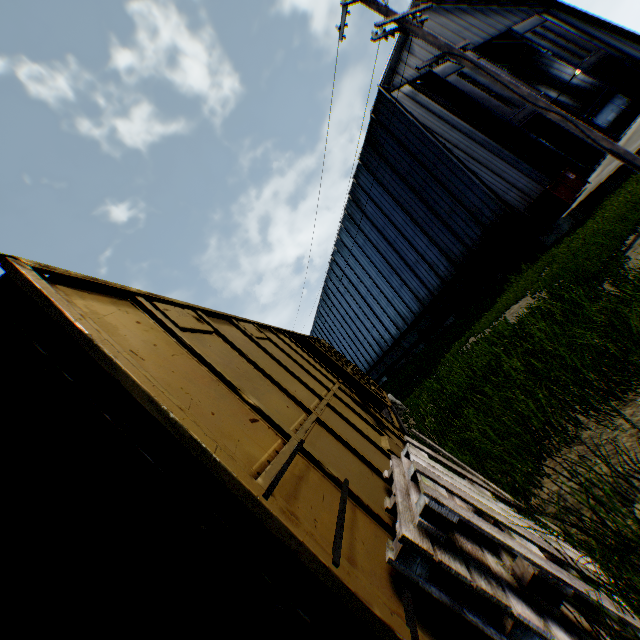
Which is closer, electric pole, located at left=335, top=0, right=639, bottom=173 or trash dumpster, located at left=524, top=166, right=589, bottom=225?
electric pole, located at left=335, top=0, right=639, bottom=173

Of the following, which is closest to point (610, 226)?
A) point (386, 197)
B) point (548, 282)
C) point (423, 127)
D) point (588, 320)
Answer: point (548, 282)

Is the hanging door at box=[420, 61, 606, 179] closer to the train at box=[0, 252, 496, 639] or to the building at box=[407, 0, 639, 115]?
the building at box=[407, 0, 639, 115]

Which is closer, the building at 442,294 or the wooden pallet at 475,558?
the wooden pallet at 475,558

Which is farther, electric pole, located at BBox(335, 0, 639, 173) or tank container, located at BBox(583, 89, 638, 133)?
tank container, located at BBox(583, 89, 638, 133)

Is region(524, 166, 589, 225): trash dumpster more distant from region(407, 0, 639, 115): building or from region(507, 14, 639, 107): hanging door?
region(507, 14, 639, 107): hanging door

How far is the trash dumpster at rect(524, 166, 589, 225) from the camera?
12.88m

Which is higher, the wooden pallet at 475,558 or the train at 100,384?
the train at 100,384
